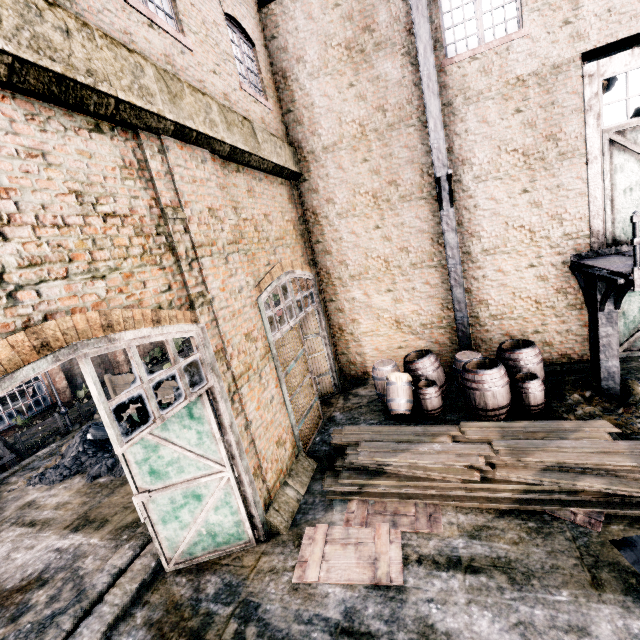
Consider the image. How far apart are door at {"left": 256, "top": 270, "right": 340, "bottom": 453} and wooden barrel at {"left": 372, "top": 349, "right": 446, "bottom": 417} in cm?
175

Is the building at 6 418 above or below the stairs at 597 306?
below

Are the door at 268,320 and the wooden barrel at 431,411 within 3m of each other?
yes

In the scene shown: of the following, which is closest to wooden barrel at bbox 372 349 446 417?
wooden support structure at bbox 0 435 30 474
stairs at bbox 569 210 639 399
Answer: stairs at bbox 569 210 639 399

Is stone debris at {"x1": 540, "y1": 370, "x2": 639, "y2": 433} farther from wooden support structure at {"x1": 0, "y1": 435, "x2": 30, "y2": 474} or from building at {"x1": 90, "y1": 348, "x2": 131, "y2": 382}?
building at {"x1": 90, "y1": 348, "x2": 131, "y2": 382}

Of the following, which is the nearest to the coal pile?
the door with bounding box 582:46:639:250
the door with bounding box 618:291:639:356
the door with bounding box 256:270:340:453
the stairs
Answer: the door with bounding box 256:270:340:453

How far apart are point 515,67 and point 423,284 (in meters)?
6.53

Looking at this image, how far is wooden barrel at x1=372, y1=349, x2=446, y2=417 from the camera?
9.5 meters
